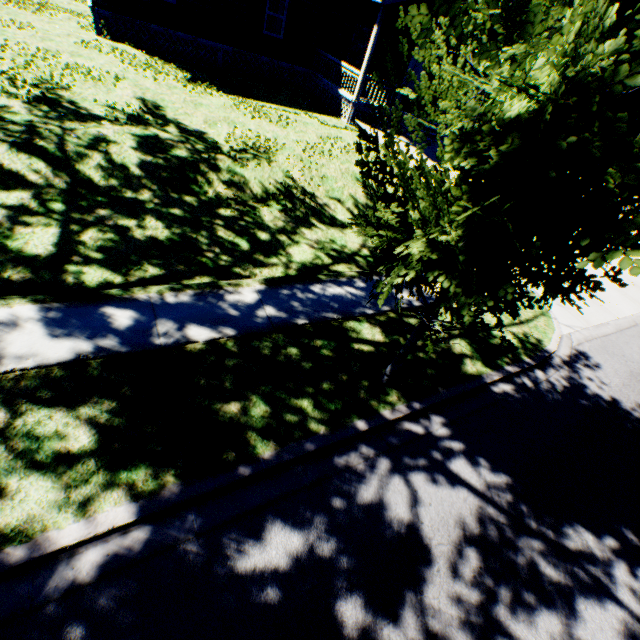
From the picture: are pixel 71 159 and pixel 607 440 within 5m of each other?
no

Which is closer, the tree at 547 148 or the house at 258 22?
the tree at 547 148

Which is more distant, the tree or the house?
the house
